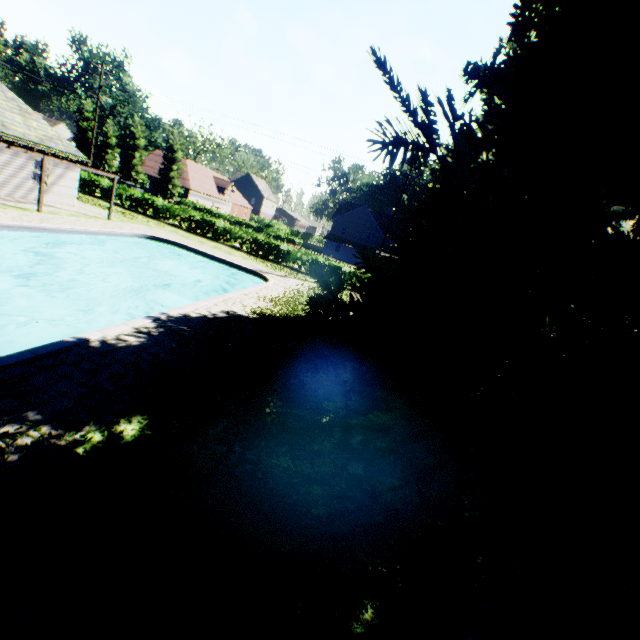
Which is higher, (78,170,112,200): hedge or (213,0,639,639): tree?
(213,0,639,639): tree

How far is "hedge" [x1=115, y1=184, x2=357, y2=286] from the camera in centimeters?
2923cm

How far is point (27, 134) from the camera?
18.84m

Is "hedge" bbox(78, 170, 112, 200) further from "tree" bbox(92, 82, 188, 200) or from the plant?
the plant

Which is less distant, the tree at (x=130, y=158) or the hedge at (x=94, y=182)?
the hedge at (x=94, y=182)

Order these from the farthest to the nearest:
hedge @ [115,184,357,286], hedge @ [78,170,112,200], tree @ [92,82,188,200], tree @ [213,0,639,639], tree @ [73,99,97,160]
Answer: tree @ [73,99,97,160] < tree @ [92,82,188,200] < hedge @ [78,170,112,200] < hedge @ [115,184,357,286] < tree @ [213,0,639,639]

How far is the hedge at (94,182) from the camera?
31.34m

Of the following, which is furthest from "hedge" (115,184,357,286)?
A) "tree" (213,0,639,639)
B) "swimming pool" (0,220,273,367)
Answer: "swimming pool" (0,220,273,367)
